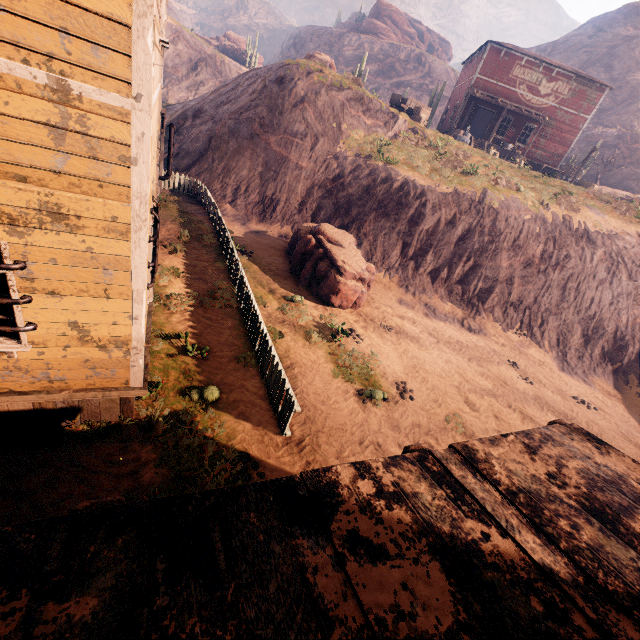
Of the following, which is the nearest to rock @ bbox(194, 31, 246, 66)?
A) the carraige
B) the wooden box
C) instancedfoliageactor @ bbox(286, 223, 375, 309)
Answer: the carraige

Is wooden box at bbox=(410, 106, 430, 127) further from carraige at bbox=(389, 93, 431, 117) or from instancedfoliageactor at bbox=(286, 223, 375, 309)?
instancedfoliageactor at bbox=(286, 223, 375, 309)

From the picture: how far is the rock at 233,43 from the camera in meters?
51.0

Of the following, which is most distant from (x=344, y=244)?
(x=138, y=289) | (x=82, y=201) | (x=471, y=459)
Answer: (x=471, y=459)

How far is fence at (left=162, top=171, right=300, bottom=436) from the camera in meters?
6.5 m

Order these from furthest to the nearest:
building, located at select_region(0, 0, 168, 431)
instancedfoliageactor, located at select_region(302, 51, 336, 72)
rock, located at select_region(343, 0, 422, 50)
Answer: rock, located at select_region(343, 0, 422, 50), instancedfoliageactor, located at select_region(302, 51, 336, 72), building, located at select_region(0, 0, 168, 431)

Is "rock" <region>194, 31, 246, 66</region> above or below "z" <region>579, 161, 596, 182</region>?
above

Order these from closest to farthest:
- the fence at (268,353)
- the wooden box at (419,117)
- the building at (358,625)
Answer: the building at (358,625) < the fence at (268,353) < the wooden box at (419,117)
